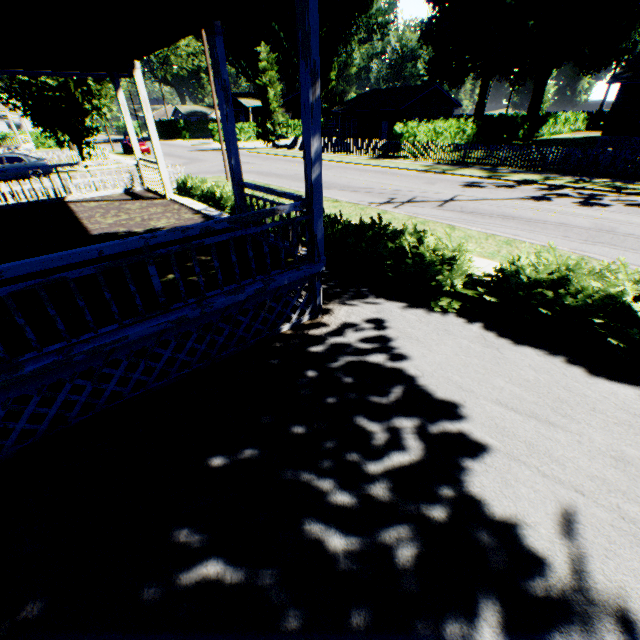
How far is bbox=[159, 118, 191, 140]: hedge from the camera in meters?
54.4

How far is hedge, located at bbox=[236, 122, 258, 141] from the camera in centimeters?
4716cm

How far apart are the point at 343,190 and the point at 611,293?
12.9 meters

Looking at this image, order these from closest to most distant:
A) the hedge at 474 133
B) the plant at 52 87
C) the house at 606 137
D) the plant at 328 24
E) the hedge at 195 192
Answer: the hedge at 195 192, the plant at 52 87, the house at 606 137, the hedge at 474 133, the plant at 328 24

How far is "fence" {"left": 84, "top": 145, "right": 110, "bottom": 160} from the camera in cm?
2623

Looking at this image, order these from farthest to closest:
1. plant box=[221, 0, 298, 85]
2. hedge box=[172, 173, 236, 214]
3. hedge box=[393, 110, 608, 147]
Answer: plant box=[221, 0, 298, 85], hedge box=[393, 110, 608, 147], hedge box=[172, 173, 236, 214]

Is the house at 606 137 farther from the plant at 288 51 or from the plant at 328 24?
the plant at 328 24

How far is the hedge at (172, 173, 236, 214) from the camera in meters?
12.0
